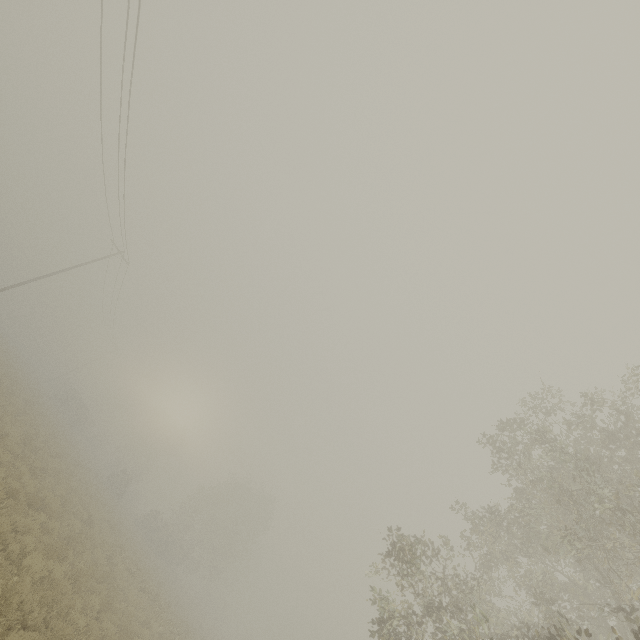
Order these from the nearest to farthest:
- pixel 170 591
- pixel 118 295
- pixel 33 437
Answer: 1. pixel 33 437
2. pixel 170 591
3. pixel 118 295
